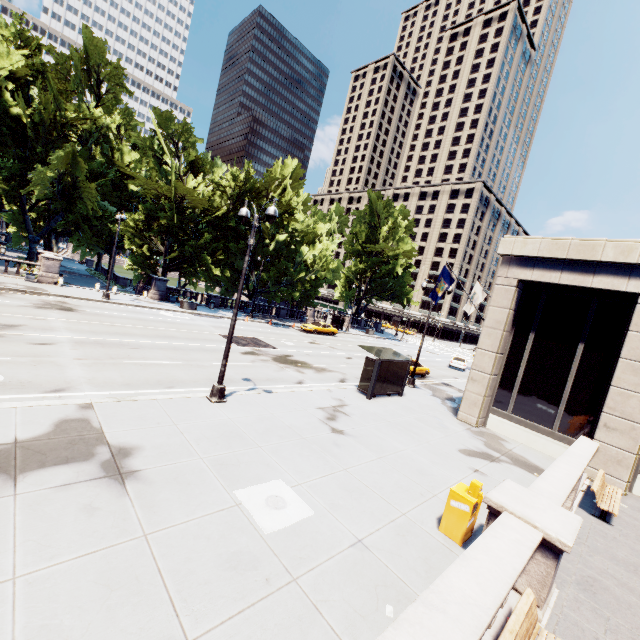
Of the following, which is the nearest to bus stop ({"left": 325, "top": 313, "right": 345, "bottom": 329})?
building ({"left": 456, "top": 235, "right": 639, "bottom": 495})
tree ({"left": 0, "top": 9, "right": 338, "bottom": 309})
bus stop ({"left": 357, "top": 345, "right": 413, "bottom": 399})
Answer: tree ({"left": 0, "top": 9, "right": 338, "bottom": 309})

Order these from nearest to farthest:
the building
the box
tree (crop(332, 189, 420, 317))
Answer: the box
the building
tree (crop(332, 189, 420, 317))

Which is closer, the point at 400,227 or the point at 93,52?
the point at 93,52

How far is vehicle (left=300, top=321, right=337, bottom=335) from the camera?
38.3m

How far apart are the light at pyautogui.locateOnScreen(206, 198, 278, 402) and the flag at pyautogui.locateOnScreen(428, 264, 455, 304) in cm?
1193

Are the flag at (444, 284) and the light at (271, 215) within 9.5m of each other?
no

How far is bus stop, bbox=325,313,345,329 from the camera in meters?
46.5 m

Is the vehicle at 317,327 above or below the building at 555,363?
below
